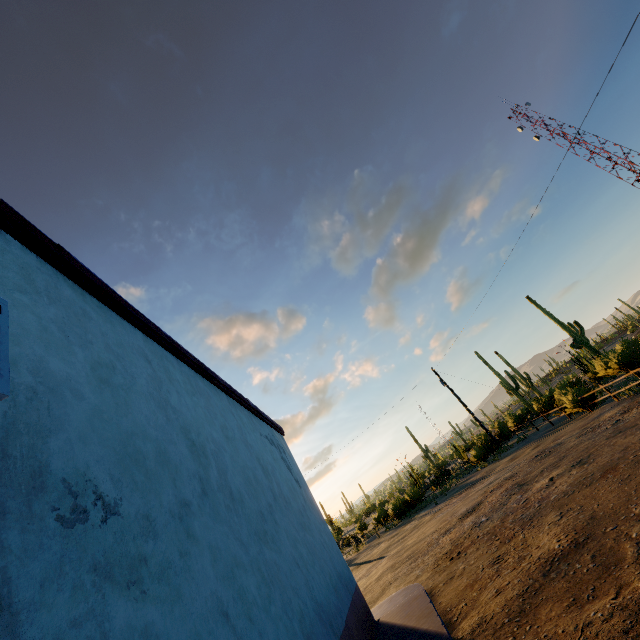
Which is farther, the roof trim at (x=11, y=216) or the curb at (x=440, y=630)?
the curb at (x=440, y=630)

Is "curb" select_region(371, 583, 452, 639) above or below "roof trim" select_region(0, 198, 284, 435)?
below

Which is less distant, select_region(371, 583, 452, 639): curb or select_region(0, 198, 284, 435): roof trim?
select_region(0, 198, 284, 435): roof trim

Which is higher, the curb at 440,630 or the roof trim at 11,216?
the roof trim at 11,216

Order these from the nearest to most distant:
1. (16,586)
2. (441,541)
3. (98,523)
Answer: (16,586), (98,523), (441,541)
